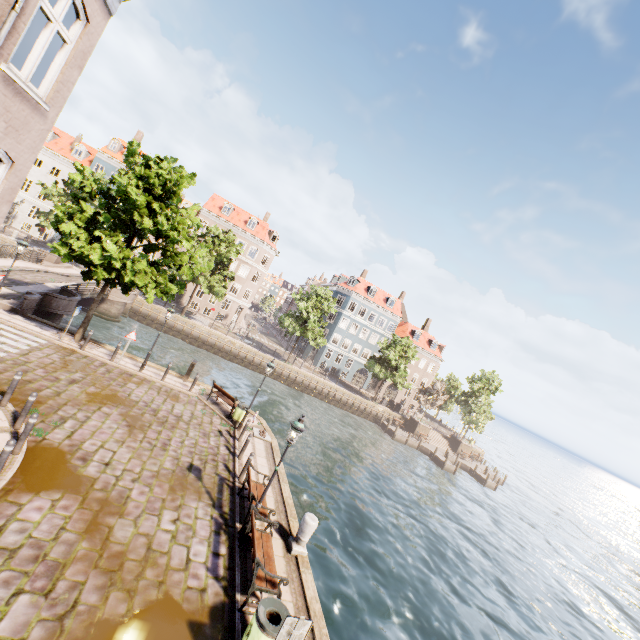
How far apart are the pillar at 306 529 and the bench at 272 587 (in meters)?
0.86

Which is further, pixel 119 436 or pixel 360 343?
pixel 360 343

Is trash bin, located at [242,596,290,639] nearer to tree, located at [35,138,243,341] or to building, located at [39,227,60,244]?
building, located at [39,227,60,244]

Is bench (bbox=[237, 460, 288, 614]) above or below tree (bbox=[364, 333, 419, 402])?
below

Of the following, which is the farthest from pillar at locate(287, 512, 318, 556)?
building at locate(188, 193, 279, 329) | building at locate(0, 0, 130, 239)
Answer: building at locate(188, 193, 279, 329)

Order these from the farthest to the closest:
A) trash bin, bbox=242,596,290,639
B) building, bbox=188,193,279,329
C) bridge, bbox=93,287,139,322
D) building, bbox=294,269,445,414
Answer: building, bbox=294,269,445,414 → building, bbox=188,193,279,329 → bridge, bbox=93,287,139,322 → trash bin, bbox=242,596,290,639

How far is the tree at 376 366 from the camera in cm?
4281

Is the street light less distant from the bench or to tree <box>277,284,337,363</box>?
the bench
